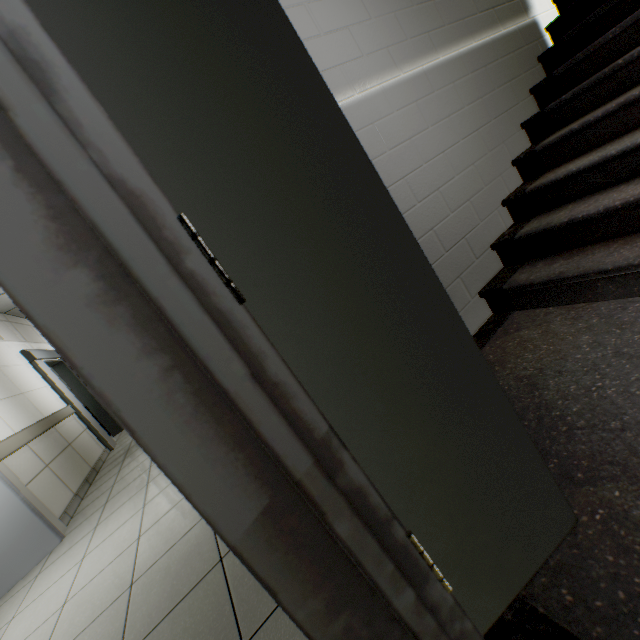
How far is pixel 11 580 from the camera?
2.73m

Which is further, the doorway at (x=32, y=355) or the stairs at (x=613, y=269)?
the doorway at (x=32, y=355)

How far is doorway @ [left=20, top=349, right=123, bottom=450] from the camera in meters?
5.8

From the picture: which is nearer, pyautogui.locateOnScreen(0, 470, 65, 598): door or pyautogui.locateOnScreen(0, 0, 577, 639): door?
pyautogui.locateOnScreen(0, 0, 577, 639): door

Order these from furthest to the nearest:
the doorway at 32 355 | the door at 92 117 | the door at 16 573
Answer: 1. the doorway at 32 355
2. the door at 16 573
3. the door at 92 117

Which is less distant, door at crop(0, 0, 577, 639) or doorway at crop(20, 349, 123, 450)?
door at crop(0, 0, 577, 639)

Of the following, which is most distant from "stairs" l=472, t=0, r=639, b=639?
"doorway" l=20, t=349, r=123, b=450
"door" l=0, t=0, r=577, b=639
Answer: "doorway" l=20, t=349, r=123, b=450

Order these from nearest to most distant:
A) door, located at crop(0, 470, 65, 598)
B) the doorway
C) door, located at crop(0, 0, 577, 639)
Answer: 1. door, located at crop(0, 0, 577, 639)
2. door, located at crop(0, 470, 65, 598)
3. the doorway
